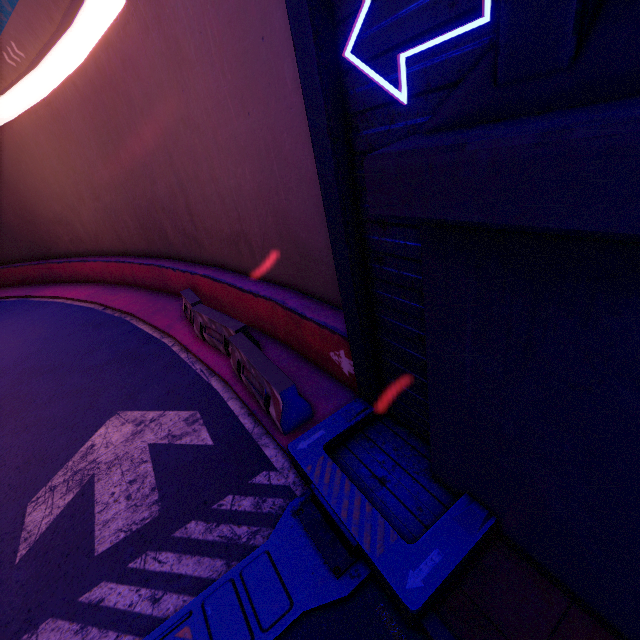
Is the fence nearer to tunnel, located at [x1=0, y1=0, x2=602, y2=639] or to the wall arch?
tunnel, located at [x1=0, y1=0, x2=602, y2=639]

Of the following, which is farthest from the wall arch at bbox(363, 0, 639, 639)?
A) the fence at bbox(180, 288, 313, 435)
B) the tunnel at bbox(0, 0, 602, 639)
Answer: the fence at bbox(180, 288, 313, 435)

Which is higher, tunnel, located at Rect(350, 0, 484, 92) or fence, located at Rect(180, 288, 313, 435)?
tunnel, located at Rect(350, 0, 484, 92)

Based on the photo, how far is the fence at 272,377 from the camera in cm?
527

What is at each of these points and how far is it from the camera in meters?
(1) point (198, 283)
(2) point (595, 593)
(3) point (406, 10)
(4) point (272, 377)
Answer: (1) tunnel, 10.6 m
(2) wall arch, 2.8 m
(3) tunnel, 2.4 m
(4) fence, 5.4 m

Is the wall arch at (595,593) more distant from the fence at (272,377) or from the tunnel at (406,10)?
the fence at (272,377)

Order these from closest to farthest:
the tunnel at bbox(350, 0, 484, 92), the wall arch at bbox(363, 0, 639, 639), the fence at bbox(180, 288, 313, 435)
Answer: the wall arch at bbox(363, 0, 639, 639) < the tunnel at bbox(350, 0, 484, 92) < the fence at bbox(180, 288, 313, 435)
